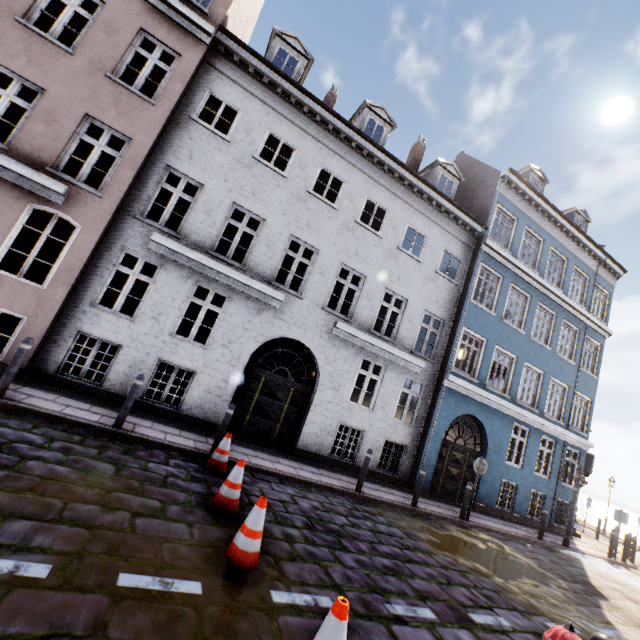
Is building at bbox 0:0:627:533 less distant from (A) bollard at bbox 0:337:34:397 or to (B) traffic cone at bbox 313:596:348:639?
(A) bollard at bbox 0:337:34:397

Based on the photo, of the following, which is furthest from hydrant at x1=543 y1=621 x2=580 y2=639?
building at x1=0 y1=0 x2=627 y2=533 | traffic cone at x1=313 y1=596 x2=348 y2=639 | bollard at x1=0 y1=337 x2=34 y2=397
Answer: bollard at x1=0 y1=337 x2=34 y2=397

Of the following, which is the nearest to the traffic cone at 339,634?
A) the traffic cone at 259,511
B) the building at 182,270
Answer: the traffic cone at 259,511

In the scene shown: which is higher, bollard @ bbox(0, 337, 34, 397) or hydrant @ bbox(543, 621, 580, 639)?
hydrant @ bbox(543, 621, 580, 639)

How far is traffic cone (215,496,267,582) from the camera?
3.6m

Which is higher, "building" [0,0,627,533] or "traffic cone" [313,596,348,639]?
"building" [0,0,627,533]

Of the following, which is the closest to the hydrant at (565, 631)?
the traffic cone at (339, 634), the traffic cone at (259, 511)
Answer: the traffic cone at (339, 634)

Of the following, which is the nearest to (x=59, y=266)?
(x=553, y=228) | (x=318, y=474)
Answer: (x=318, y=474)
